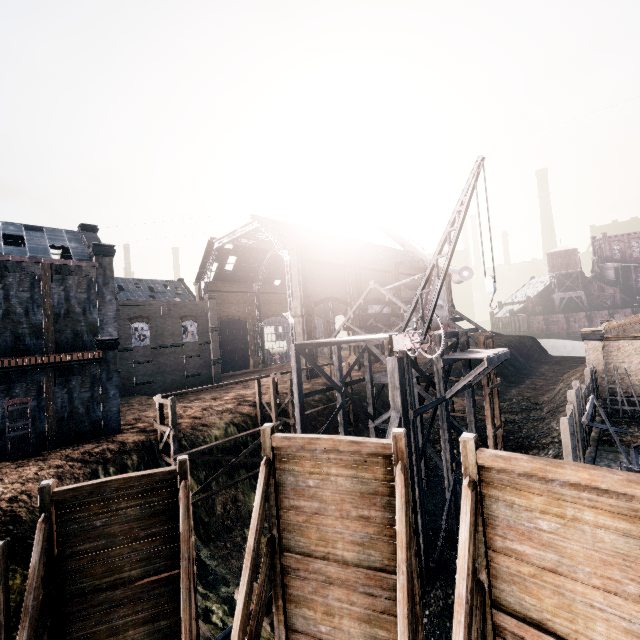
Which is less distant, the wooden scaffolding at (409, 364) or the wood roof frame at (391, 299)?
the wooden scaffolding at (409, 364)

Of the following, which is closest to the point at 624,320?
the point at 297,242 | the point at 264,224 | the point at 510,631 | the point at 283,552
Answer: the point at 297,242

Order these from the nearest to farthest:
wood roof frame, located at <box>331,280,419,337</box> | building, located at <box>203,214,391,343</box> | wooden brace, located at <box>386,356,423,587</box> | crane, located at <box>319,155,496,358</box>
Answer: crane, located at <box>319,155,496,358</box> → wooden brace, located at <box>386,356,423,587</box> → wood roof frame, located at <box>331,280,419,337</box> → building, located at <box>203,214,391,343</box>

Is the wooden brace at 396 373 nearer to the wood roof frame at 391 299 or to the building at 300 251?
the wood roof frame at 391 299

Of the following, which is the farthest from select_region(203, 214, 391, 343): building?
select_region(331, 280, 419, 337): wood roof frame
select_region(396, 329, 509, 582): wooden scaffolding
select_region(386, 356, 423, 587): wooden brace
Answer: select_region(386, 356, 423, 587): wooden brace

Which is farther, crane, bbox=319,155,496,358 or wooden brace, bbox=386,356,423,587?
wooden brace, bbox=386,356,423,587

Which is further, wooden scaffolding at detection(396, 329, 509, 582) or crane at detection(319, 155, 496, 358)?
wooden scaffolding at detection(396, 329, 509, 582)

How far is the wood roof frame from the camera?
36.2 meters
